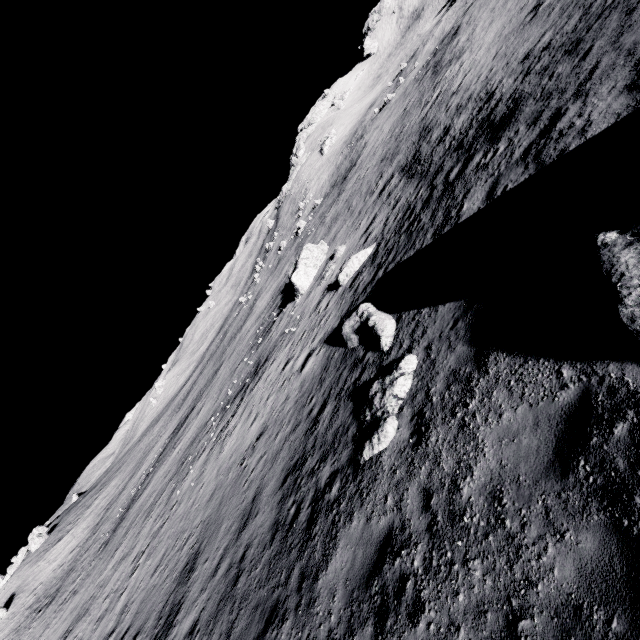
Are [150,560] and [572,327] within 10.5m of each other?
no

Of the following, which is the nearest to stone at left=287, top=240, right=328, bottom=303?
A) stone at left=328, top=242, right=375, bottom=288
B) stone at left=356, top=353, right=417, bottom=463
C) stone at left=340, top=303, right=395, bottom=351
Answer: stone at left=328, top=242, right=375, bottom=288

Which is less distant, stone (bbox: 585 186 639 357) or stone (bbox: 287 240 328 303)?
stone (bbox: 585 186 639 357)

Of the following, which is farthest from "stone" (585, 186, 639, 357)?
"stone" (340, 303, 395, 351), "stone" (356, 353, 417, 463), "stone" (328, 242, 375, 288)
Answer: "stone" (328, 242, 375, 288)

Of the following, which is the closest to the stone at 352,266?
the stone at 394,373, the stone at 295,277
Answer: the stone at 295,277

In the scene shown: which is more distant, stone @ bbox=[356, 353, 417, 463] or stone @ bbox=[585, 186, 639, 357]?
stone @ bbox=[356, 353, 417, 463]

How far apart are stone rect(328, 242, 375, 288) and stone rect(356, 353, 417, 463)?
10.7m

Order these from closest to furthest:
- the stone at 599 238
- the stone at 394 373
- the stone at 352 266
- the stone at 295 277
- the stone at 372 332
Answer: the stone at 599 238 < the stone at 394 373 < the stone at 372 332 < the stone at 352 266 < the stone at 295 277
